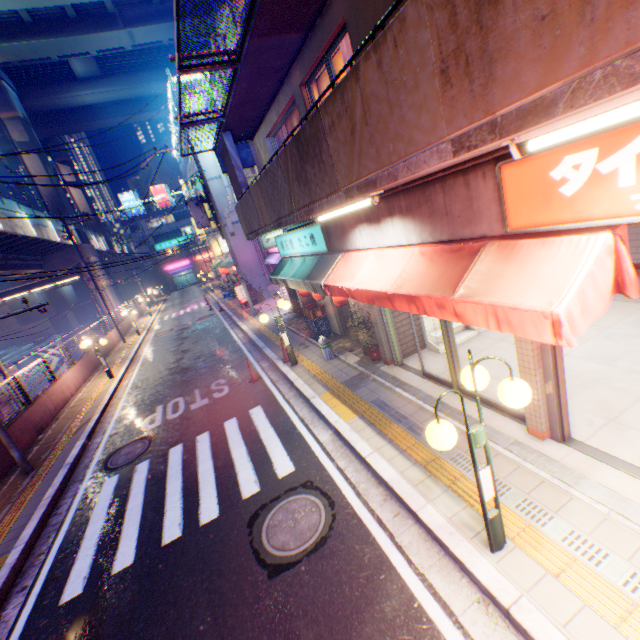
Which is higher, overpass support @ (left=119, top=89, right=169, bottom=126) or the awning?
overpass support @ (left=119, top=89, right=169, bottom=126)

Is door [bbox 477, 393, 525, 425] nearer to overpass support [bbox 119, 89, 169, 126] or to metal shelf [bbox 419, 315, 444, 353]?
metal shelf [bbox 419, 315, 444, 353]

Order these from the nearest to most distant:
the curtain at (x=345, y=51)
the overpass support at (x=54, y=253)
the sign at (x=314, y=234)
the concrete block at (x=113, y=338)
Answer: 1. the curtain at (x=345, y=51)
2. the sign at (x=314, y=234)
3. the concrete block at (x=113, y=338)
4. the overpass support at (x=54, y=253)

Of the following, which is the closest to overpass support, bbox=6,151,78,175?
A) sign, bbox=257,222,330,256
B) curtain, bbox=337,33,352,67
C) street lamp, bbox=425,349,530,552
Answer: sign, bbox=257,222,330,256

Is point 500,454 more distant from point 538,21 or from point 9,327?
point 9,327

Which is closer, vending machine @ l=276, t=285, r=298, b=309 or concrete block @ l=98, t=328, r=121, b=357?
vending machine @ l=276, t=285, r=298, b=309

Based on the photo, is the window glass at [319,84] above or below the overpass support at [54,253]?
below

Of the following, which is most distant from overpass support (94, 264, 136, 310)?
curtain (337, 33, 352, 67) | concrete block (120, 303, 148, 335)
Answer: curtain (337, 33, 352, 67)
